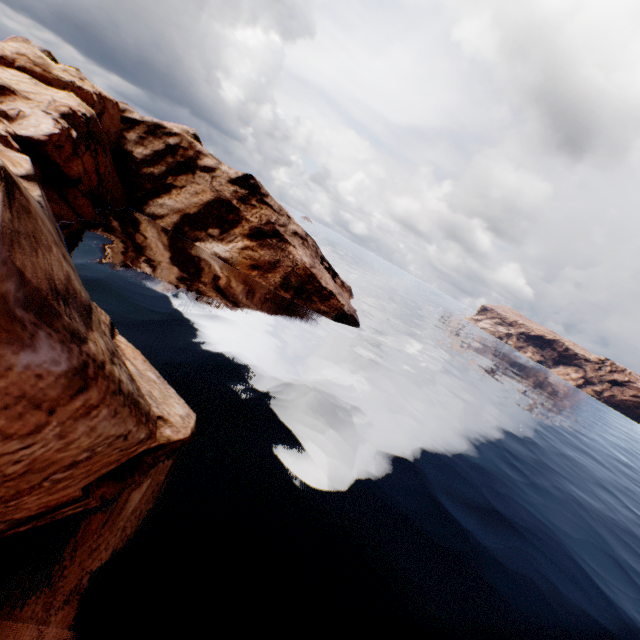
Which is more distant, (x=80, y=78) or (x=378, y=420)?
(x=80, y=78)
